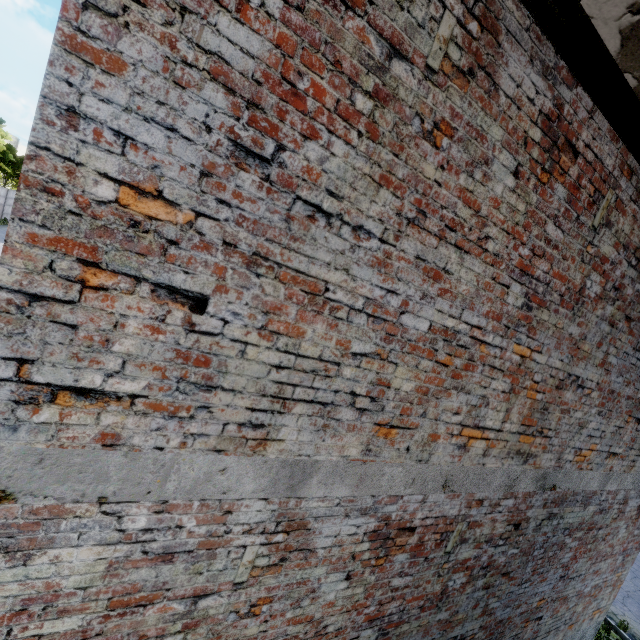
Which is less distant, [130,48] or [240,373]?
[130,48]
